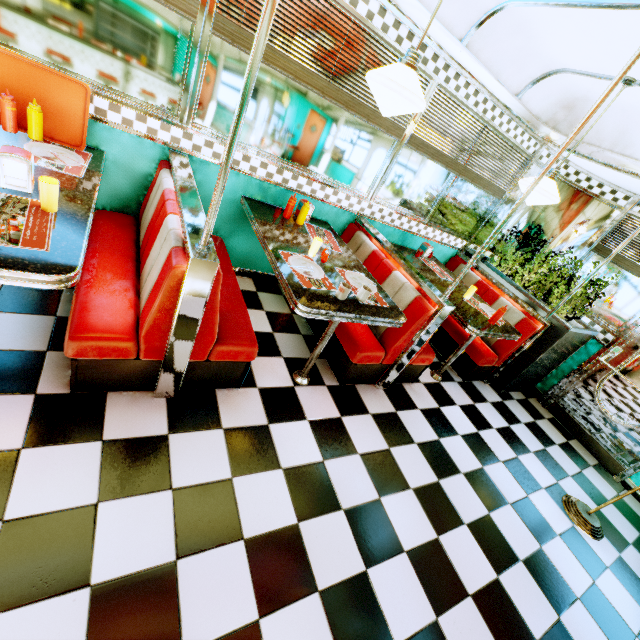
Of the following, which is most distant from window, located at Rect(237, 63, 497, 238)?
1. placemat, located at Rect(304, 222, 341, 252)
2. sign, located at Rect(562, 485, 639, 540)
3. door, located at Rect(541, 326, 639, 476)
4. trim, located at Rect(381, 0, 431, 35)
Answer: sign, located at Rect(562, 485, 639, 540)

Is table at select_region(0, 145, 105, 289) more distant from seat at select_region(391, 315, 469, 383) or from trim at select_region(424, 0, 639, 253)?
seat at select_region(391, 315, 469, 383)

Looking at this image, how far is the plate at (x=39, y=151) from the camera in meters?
2.0

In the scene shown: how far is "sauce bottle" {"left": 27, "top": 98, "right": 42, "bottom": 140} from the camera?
2.0 meters

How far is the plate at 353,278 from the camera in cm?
260

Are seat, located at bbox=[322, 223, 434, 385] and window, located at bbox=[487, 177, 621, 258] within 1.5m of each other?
no

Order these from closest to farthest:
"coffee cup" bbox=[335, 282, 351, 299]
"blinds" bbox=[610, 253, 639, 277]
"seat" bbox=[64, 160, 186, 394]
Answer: "seat" bbox=[64, 160, 186, 394] < "coffee cup" bbox=[335, 282, 351, 299] < "blinds" bbox=[610, 253, 639, 277]

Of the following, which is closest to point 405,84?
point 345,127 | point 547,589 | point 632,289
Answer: point 345,127
